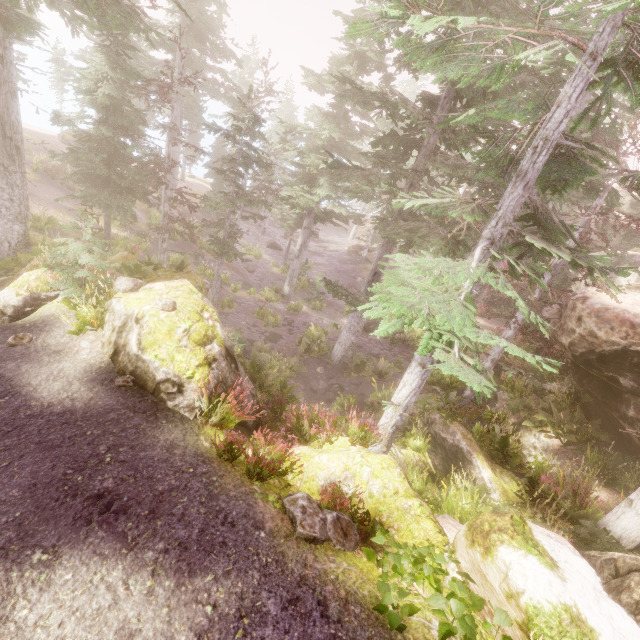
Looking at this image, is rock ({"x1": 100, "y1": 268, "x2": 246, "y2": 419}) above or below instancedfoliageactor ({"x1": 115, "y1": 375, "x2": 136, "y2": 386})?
above

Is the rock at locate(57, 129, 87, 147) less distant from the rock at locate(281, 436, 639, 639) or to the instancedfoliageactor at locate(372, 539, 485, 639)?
the instancedfoliageactor at locate(372, 539, 485, 639)

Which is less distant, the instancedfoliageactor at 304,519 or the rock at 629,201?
the instancedfoliageactor at 304,519

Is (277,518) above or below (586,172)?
below

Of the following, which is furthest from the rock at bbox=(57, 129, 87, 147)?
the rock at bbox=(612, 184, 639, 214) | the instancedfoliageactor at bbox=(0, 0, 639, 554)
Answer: the rock at bbox=(612, 184, 639, 214)

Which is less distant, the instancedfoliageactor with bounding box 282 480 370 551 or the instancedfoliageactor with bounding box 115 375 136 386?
the instancedfoliageactor with bounding box 282 480 370 551

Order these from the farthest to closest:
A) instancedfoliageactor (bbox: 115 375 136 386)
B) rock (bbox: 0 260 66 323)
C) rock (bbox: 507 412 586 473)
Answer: rock (bbox: 507 412 586 473) < rock (bbox: 0 260 66 323) < instancedfoliageactor (bbox: 115 375 136 386)
